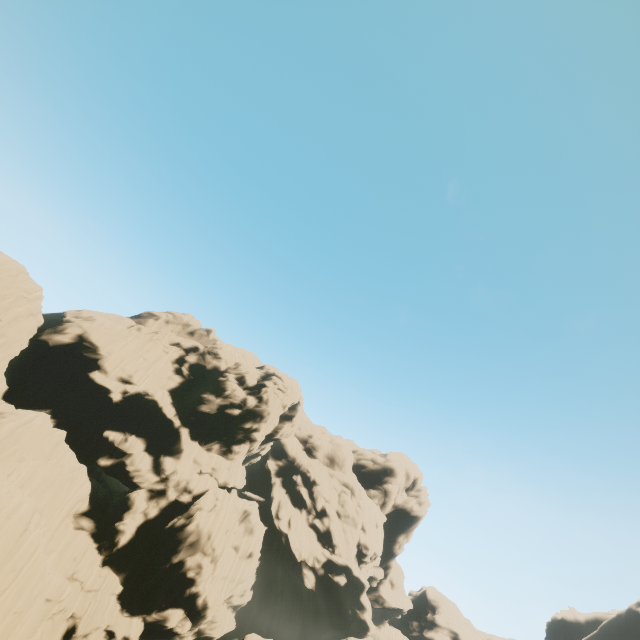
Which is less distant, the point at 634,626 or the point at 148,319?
the point at 634,626

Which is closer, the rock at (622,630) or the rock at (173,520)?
the rock at (173,520)

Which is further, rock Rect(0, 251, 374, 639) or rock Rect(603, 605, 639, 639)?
rock Rect(603, 605, 639, 639)
